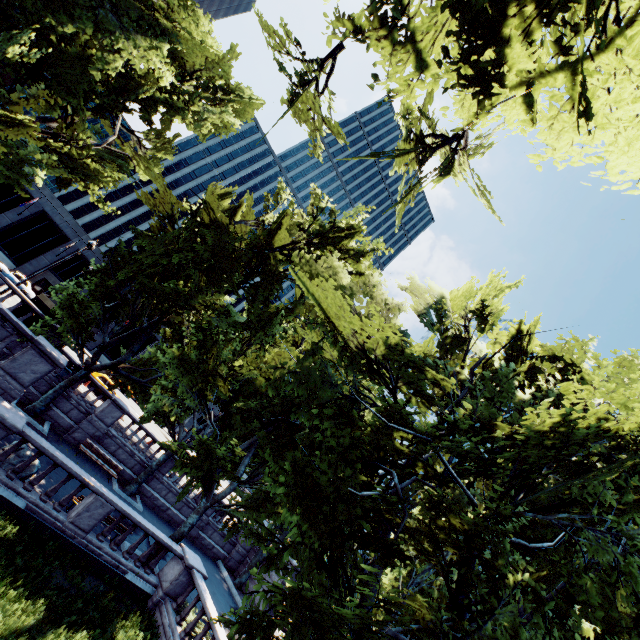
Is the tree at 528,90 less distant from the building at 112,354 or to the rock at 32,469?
the rock at 32,469

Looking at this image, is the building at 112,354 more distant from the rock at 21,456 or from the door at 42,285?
the rock at 21,456

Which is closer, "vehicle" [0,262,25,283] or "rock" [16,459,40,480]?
"rock" [16,459,40,480]

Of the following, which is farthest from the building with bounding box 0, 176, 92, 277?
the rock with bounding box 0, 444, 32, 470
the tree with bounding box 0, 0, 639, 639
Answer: the rock with bounding box 0, 444, 32, 470

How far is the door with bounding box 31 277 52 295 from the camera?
42.4m

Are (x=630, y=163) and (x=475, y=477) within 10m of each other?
yes

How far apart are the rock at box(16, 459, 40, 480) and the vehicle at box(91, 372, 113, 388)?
15.7m

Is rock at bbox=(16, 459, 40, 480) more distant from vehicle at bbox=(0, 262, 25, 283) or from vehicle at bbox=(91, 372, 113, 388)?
vehicle at bbox=(0, 262, 25, 283)
